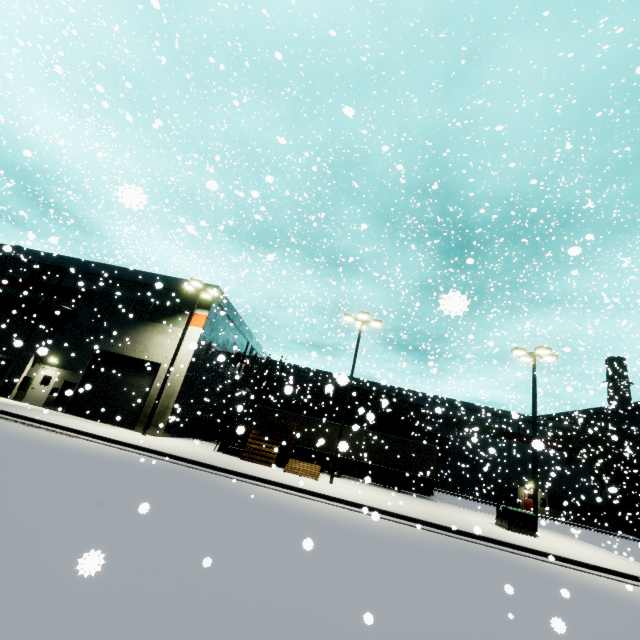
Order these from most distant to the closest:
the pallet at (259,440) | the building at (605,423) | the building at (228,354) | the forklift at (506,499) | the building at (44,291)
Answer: the building at (605,423), the forklift at (506,499), the building at (44,291), the building at (228,354), the pallet at (259,440)

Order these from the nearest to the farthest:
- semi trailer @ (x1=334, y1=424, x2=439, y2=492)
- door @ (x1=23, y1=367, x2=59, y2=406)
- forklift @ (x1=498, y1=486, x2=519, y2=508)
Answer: door @ (x1=23, y1=367, x2=59, y2=406), semi trailer @ (x1=334, y1=424, x2=439, y2=492), forklift @ (x1=498, y1=486, x2=519, y2=508)

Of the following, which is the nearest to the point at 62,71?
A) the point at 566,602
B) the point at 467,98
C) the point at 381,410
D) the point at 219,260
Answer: the point at 566,602

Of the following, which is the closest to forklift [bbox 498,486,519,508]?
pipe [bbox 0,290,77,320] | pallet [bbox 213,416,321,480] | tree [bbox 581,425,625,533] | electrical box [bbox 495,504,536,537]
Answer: tree [bbox 581,425,625,533]

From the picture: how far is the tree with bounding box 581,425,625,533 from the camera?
27.3 meters

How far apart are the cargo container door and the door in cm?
3088

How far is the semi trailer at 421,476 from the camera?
22.1m

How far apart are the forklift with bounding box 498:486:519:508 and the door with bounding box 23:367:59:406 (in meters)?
43.60
